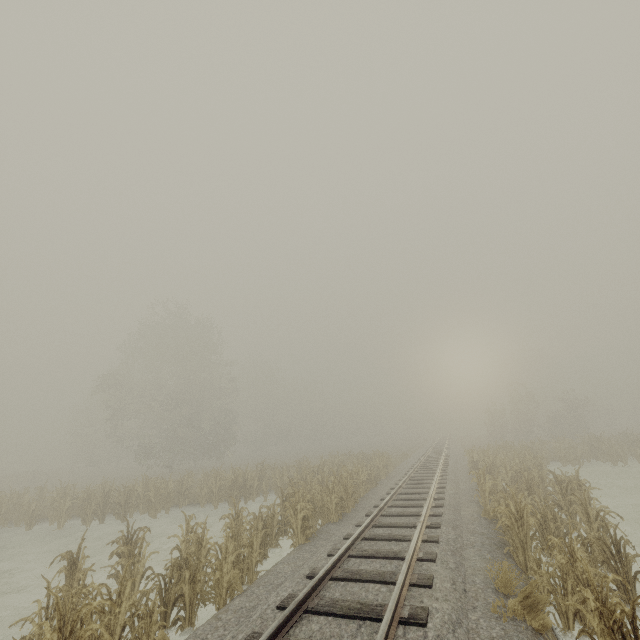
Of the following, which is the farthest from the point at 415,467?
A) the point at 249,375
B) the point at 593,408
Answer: the point at 593,408
